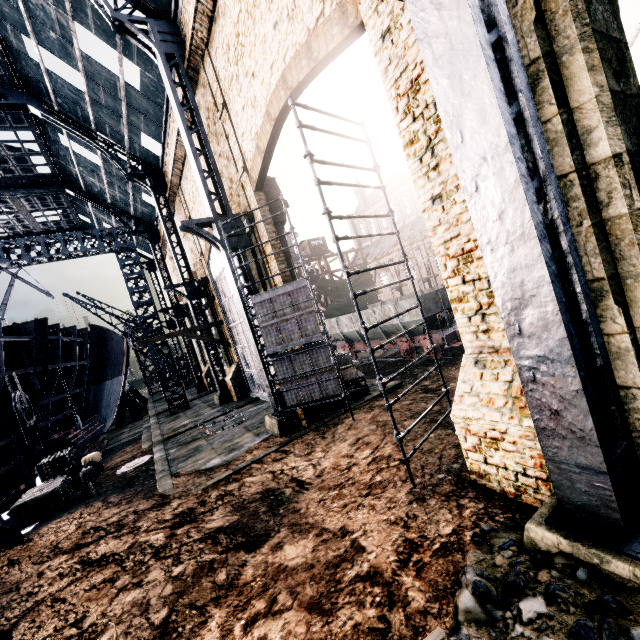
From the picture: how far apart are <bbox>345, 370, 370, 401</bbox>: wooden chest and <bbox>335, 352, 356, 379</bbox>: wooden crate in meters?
0.0 m

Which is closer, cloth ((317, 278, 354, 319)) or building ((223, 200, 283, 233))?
building ((223, 200, 283, 233))

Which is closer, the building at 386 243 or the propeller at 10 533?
the propeller at 10 533

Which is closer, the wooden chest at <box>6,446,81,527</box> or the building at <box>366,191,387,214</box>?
the wooden chest at <box>6,446,81,527</box>

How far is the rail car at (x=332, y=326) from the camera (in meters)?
23.39

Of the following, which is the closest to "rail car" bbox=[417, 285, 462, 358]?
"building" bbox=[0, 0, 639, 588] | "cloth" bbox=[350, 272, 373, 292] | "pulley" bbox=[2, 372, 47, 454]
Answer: "building" bbox=[0, 0, 639, 588]

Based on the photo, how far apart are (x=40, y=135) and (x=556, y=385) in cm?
3691

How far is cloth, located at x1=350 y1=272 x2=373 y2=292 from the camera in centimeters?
3812cm
